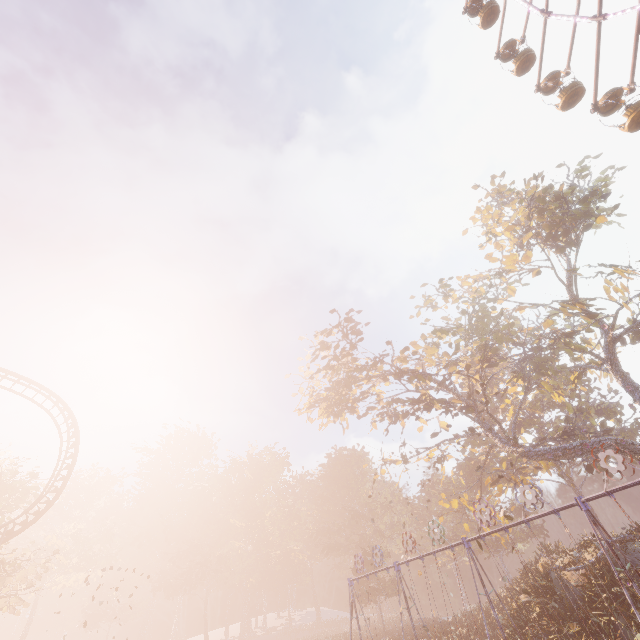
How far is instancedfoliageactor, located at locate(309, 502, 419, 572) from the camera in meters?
45.3

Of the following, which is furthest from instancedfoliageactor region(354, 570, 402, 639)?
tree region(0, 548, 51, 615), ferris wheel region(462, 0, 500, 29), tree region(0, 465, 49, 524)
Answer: ferris wheel region(462, 0, 500, 29)

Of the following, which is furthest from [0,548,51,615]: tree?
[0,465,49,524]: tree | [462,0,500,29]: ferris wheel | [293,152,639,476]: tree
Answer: [462,0,500,29]: ferris wheel

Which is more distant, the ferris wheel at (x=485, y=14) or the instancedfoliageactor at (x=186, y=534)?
the instancedfoliageactor at (x=186, y=534)

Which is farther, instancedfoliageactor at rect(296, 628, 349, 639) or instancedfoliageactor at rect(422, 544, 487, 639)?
instancedfoliageactor at rect(296, 628, 349, 639)

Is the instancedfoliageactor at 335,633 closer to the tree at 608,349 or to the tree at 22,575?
the tree at 22,575

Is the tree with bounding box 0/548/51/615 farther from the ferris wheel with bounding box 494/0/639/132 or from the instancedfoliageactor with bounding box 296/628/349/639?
the ferris wheel with bounding box 494/0/639/132

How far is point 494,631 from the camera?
25.48m
